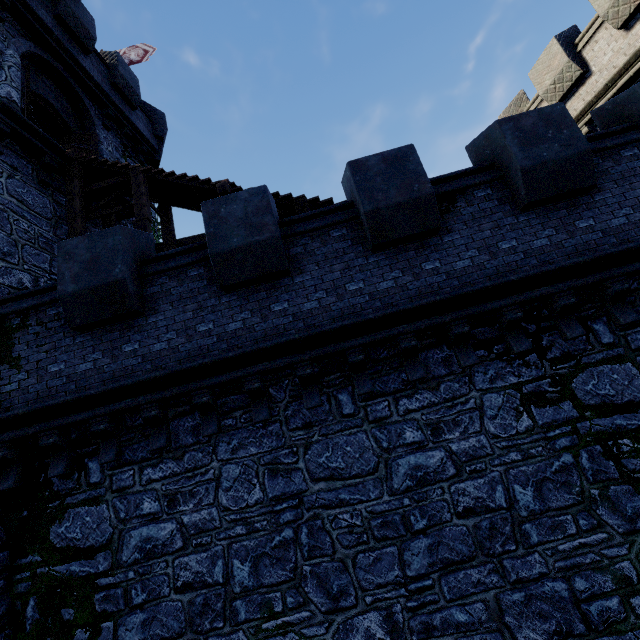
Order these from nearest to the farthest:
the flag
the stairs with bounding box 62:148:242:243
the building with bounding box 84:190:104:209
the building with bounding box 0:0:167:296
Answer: the building with bounding box 0:0:167:296, the stairs with bounding box 62:148:242:243, the building with bounding box 84:190:104:209, the flag

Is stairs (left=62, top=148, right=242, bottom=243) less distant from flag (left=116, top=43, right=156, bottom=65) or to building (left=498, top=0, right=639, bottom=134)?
building (left=498, top=0, right=639, bottom=134)

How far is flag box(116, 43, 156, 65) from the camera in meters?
16.8 m

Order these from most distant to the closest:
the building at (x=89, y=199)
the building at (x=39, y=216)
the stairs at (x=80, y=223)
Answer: the building at (x=89, y=199) < the stairs at (x=80, y=223) < the building at (x=39, y=216)

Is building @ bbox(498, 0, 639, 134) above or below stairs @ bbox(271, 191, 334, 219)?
above

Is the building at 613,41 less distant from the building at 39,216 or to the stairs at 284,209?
the stairs at 284,209

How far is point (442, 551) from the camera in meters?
5.3

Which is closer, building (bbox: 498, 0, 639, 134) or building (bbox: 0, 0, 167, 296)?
building (bbox: 0, 0, 167, 296)
